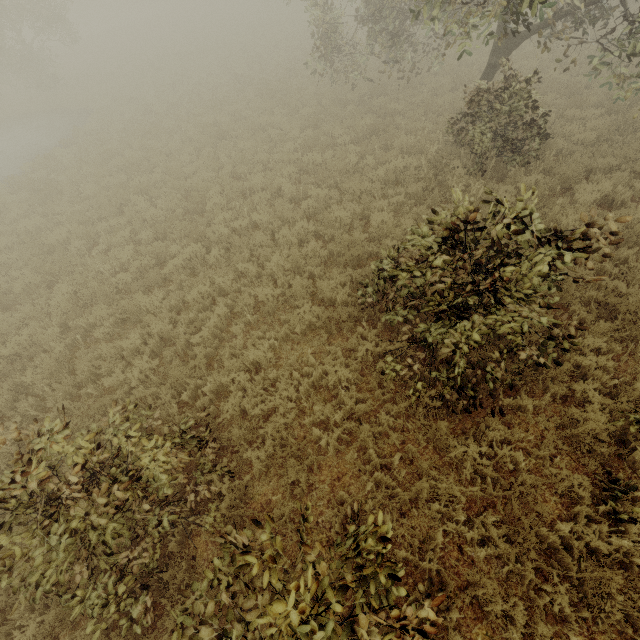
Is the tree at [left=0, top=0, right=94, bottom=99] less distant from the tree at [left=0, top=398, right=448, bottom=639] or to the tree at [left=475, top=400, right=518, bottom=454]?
the tree at [left=475, top=400, right=518, bottom=454]

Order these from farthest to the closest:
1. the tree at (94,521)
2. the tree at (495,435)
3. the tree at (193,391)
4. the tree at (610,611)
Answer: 1. the tree at (193,391)
2. the tree at (495,435)
3. the tree at (610,611)
4. the tree at (94,521)

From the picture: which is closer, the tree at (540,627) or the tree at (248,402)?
the tree at (540,627)

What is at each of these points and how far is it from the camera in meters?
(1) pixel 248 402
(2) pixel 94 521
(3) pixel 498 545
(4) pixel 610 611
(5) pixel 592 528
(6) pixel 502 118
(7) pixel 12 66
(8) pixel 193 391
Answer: (1) tree, 5.6 m
(2) tree, 3.0 m
(3) tree, 4.0 m
(4) tree, 3.3 m
(5) tree, 4.0 m
(6) tree, 7.9 m
(7) tree, 19.8 m
(8) tree, 6.0 m

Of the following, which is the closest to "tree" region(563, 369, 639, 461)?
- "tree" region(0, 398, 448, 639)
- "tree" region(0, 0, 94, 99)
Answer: "tree" region(0, 398, 448, 639)

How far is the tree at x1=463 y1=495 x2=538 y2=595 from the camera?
3.69m

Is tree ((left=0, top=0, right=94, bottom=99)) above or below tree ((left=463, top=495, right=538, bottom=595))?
above
